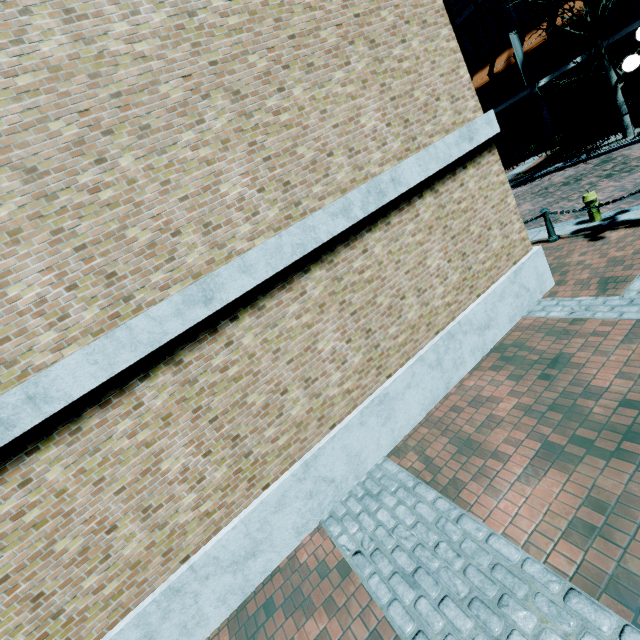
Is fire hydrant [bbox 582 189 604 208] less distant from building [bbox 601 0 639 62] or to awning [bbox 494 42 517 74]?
building [bbox 601 0 639 62]

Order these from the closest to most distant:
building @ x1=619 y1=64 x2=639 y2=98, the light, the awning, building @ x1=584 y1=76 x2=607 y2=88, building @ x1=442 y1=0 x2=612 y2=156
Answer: the light < building @ x1=619 y1=64 x2=639 y2=98 < building @ x1=584 y1=76 x2=607 y2=88 < building @ x1=442 y1=0 x2=612 y2=156 < the awning

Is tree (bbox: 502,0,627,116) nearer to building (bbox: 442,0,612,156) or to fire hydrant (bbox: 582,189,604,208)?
building (bbox: 442,0,612,156)

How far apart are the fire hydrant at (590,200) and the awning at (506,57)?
15.9m

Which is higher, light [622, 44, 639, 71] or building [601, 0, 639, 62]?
building [601, 0, 639, 62]

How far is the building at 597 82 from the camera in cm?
1656

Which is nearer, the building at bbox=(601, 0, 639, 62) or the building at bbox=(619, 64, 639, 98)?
the building at bbox=(601, 0, 639, 62)

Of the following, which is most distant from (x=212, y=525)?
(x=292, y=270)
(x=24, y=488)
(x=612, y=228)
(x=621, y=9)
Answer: (x=621, y=9)
